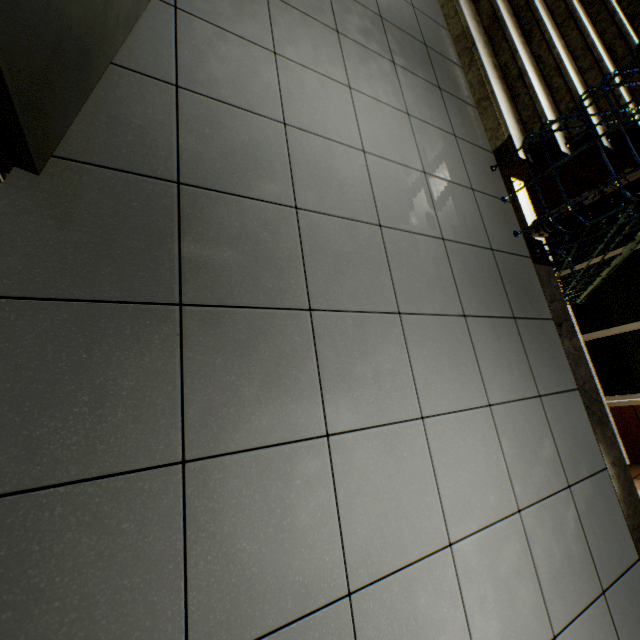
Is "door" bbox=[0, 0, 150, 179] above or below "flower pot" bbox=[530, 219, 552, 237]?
above

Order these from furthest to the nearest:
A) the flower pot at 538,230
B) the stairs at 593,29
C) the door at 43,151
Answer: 1. the flower pot at 538,230
2. the stairs at 593,29
3. the door at 43,151

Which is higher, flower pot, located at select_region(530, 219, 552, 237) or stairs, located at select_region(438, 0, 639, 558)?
stairs, located at select_region(438, 0, 639, 558)

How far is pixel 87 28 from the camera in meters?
1.0 m

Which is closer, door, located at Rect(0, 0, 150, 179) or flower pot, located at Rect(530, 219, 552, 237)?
door, located at Rect(0, 0, 150, 179)

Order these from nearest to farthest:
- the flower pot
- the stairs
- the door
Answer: the door, the stairs, the flower pot

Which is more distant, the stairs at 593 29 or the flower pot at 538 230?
the flower pot at 538 230

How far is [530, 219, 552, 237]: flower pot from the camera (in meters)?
6.38
